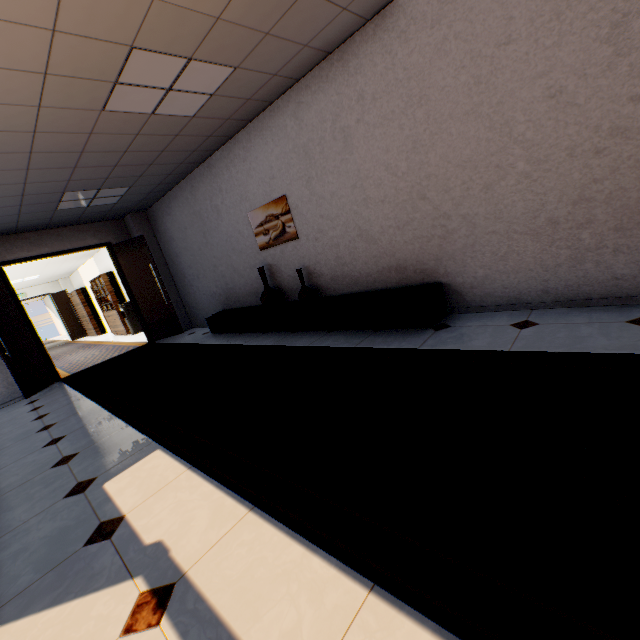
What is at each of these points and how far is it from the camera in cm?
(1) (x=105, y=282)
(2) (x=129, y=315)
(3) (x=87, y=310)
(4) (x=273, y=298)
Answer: (1) book, 1070
(2) water cooler, 1067
(3) cupboard, 1417
(4) vase, 520

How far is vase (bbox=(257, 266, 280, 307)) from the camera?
5.2m

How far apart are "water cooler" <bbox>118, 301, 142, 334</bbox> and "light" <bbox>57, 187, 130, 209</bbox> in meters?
5.2

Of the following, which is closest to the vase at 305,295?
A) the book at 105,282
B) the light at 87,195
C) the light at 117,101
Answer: the light at 117,101

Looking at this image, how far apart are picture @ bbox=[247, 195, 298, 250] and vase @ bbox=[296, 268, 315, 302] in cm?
49

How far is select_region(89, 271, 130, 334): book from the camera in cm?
1080

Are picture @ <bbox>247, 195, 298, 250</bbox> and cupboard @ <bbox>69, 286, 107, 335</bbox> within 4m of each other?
no

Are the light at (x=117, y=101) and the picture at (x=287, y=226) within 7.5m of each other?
yes
